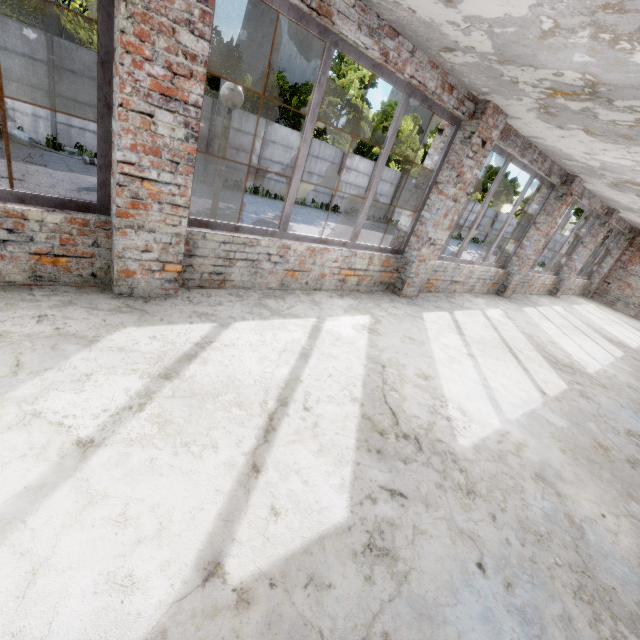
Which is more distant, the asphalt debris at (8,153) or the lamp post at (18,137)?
the lamp post at (18,137)

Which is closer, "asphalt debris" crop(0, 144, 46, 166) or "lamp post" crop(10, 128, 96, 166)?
"asphalt debris" crop(0, 144, 46, 166)

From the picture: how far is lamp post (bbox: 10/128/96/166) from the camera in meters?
11.6 m

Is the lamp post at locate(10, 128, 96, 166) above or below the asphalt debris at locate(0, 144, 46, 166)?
above

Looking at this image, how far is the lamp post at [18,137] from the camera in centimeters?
1159cm

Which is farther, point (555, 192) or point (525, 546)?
point (555, 192)
